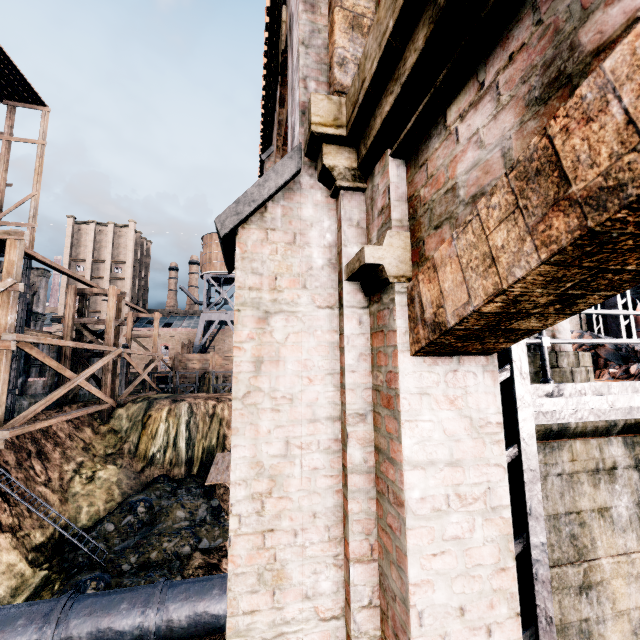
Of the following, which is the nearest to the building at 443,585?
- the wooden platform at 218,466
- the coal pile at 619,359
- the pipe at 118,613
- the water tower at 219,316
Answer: the coal pile at 619,359

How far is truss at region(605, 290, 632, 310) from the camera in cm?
1084

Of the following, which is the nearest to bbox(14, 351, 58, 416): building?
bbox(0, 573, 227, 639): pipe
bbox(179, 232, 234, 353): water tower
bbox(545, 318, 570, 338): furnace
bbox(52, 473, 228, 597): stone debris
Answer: bbox(545, 318, 570, 338): furnace

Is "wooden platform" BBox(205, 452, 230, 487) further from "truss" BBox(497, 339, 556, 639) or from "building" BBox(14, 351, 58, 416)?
"truss" BBox(497, 339, 556, 639)

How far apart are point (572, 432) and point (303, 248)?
6.11m

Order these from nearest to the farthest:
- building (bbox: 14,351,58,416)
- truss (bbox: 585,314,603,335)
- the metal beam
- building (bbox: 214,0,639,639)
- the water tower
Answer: building (bbox: 214,0,639,639), the metal beam, truss (bbox: 585,314,603,335), building (bbox: 14,351,58,416), the water tower

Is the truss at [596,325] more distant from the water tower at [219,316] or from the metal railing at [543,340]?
the water tower at [219,316]

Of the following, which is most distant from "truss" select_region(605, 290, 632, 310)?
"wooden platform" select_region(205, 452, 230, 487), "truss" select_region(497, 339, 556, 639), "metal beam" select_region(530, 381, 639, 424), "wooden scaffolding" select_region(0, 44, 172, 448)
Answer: "wooden scaffolding" select_region(0, 44, 172, 448)
